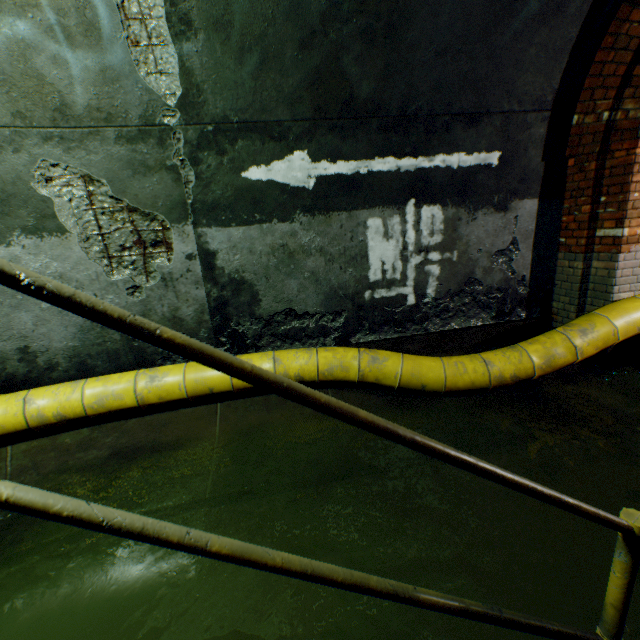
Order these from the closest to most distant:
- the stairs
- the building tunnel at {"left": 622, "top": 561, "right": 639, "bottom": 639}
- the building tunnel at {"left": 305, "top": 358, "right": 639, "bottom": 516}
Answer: the stairs, the building tunnel at {"left": 622, "top": 561, "right": 639, "bottom": 639}, the building tunnel at {"left": 305, "top": 358, "right": 639, "bottom": 516}

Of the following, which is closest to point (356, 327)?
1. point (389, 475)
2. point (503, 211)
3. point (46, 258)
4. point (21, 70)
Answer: point (389, 475)

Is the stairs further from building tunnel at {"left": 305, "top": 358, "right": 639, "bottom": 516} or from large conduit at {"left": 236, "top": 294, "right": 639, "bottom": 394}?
large conduit at {"left": 236, "top": 294, "right": 639, "bottom": 394}

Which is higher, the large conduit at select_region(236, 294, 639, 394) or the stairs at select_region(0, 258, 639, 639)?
the stairs at select_region(0, 258, 639, 639)

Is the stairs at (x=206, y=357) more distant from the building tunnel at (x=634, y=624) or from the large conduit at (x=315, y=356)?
the large conduit at (x=315, y=356)

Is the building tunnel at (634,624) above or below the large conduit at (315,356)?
below

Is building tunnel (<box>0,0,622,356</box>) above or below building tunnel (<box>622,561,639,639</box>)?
above
